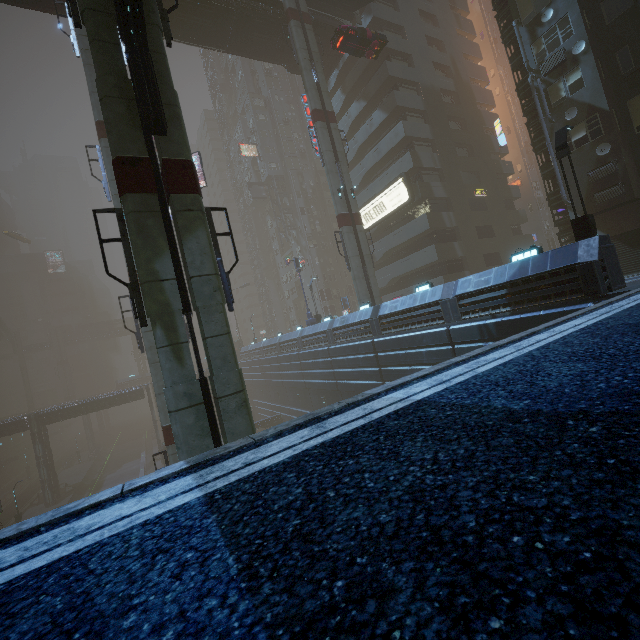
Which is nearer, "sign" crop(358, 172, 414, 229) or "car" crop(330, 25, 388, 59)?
"car" crop(330, 25, 388, 59)

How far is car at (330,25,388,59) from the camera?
23.7m

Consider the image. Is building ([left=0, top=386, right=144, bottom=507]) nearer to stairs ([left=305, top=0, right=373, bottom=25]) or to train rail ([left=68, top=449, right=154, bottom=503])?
train rail ([left=68, top=449, right=154, bottom=503])

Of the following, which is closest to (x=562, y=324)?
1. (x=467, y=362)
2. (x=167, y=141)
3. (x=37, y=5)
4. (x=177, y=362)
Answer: (x=467, y=362)

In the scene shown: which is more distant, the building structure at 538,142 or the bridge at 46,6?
the bridge at 46,6

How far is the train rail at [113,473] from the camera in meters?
45.8

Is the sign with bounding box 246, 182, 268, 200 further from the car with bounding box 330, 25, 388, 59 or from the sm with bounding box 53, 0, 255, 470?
the sm with bounding box 53, 0, 255, 470

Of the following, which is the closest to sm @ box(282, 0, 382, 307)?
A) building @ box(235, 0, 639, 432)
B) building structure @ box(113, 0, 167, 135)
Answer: building @ box(235, 0, 639, 432)
